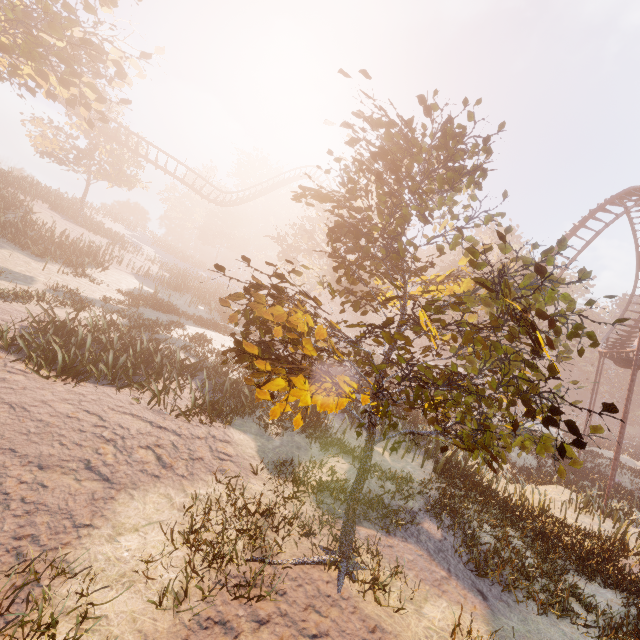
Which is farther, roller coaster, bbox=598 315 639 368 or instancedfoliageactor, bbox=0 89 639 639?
roller coaster, bbox=598 315 639 368

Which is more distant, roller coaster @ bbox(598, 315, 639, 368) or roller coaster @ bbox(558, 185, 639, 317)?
roller coaster @ bbox(558, 185, 639, 317)

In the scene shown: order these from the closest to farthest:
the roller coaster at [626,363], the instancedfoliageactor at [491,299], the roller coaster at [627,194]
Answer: the instancedfoliageactor at [491,299]
the roller coaster at [626,363]
the roller coaster at [627,194]

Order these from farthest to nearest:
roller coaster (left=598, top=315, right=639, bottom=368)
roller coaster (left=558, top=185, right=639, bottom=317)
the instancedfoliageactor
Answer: roller coaster (left=558, top=185, right=639, bottom=317) → roller coaster (left=598, top=315, right=639, bottom=368) → the instancedfoliageactor

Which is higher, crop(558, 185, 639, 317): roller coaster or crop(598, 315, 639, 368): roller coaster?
crop(558, 185, 639, 317): roller coaster

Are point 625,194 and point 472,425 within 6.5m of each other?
no

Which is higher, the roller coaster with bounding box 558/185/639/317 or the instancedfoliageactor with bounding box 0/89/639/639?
the roller coaster with bounding box 558/185/639/317

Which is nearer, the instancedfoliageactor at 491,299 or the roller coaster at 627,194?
the instancedfoliageactor at 491,299
